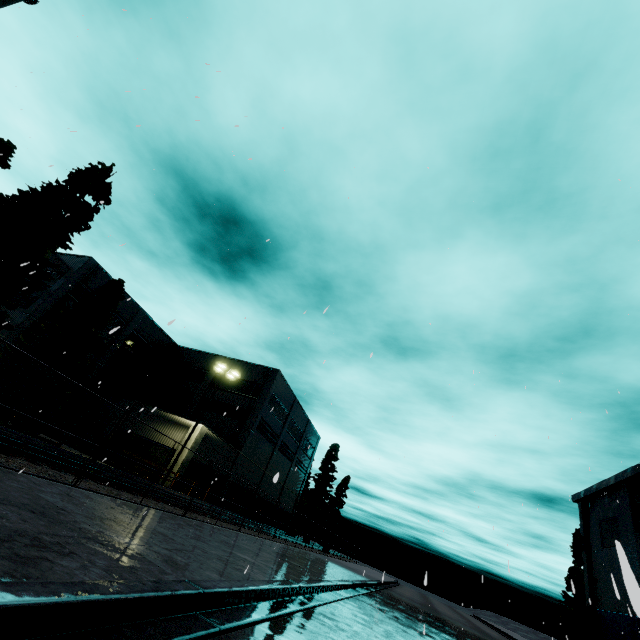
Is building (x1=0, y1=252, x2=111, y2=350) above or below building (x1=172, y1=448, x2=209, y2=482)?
above

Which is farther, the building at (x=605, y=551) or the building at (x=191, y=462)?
the building at (x=605, y=551)

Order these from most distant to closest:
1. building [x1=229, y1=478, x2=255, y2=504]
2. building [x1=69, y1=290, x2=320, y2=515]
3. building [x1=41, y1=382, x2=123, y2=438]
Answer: building [x1=229, y1=478, x2=255, y2=504] → building [x1=69, y1=290, x2=320, y2=515] → building [x1=41, y1=382, x2=123, y2=438]

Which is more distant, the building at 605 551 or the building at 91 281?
Answer: the building at 91 281

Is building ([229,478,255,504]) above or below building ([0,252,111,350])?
below

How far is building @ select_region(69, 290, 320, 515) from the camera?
30.1 meters

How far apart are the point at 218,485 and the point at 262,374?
12.5m

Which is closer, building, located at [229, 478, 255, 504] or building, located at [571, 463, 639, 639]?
building, located at [571, 463, 639, 639]
